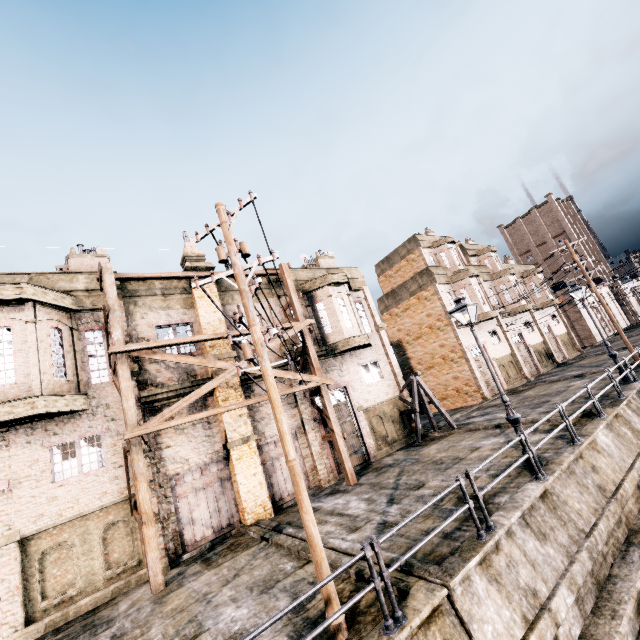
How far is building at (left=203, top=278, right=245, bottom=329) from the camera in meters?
16.6 m

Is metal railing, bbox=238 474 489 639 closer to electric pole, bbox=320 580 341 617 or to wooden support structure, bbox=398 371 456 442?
electric pole, bbox=320 580 341 617

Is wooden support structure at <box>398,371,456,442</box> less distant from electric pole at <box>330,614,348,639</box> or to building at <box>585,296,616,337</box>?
electric pole at <box>330,614,348,639</box>

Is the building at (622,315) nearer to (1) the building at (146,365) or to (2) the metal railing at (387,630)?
(1) the building at (146,365)

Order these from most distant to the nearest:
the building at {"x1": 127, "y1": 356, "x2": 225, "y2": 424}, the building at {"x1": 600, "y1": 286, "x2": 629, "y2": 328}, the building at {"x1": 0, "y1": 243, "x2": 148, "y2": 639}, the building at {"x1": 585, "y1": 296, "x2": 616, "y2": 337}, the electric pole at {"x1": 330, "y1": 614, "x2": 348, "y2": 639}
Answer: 1. the building at {"x1": 600, "y1": 286, "x2": 629, "y2": 328}
2. the building at {"x1": 585, "y1": 296, "x2": 616, "y2": 337}
3. the building at {"x1": 127, "y1": 356, "x2": 225, "y2": 424}
4. the building at {"x1": 0, "y1": 243, "x2": 148, "y2": 639}
5. the electric pole at {"x1": 330, "y1": 614, "x2": 348, "y2": 639}

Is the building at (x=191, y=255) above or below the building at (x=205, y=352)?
above

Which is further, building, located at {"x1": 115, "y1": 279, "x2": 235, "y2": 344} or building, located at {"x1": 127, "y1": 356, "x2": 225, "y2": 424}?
building, located at {"x1": 115, "y1": 279, "x2": 235, "y2": 344}

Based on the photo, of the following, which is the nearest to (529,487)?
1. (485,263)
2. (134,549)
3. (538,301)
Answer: (134,549)
